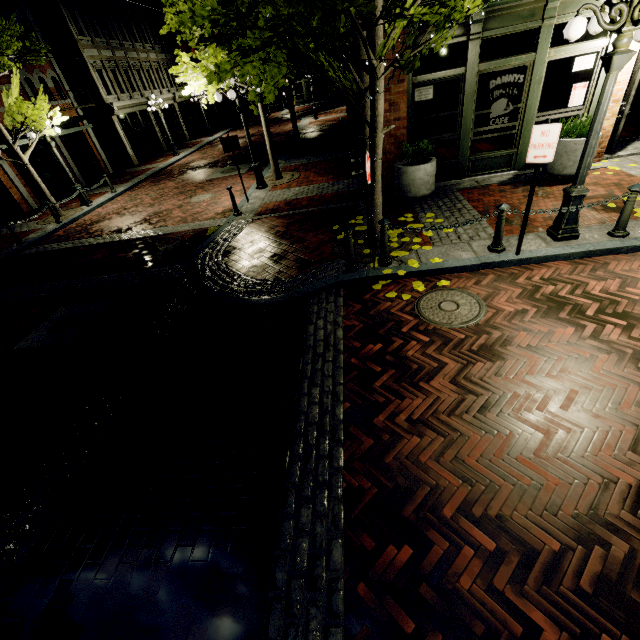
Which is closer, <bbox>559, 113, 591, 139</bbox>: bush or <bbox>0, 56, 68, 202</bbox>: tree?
<bbox>559, 113, 591, 139</bbox>: bush

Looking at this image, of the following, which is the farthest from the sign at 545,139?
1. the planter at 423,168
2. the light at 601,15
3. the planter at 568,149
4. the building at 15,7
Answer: the building at 15,7

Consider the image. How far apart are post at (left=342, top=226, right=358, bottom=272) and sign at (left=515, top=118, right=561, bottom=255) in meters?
2.7 m

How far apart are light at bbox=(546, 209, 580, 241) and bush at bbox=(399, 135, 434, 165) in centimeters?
331cm

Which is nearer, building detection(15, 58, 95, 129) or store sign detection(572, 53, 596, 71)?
store sign detection(572, 53, 596, 71)

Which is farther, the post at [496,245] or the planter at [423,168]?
the planter at [423,168]

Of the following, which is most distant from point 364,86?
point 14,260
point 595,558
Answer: point 14,260

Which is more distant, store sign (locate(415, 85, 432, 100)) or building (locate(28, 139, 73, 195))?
building (locate(28, 139, 73, 195))
